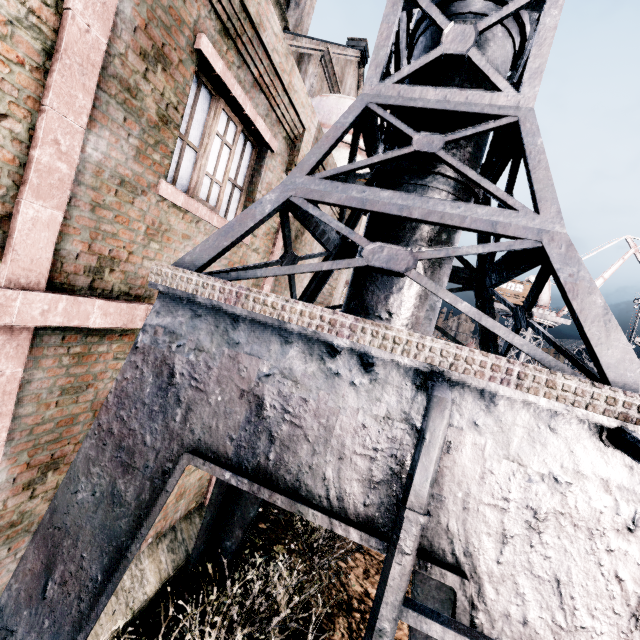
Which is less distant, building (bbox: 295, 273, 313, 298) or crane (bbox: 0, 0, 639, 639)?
crane (bbox: 0, 0, 639, 639)

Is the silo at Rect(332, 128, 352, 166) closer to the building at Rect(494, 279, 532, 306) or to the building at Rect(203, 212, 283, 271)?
the building at Rect(203, 212, 283, 271)

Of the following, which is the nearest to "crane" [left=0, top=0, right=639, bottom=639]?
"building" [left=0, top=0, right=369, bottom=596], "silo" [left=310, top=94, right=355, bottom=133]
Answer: "building" [left=0, top=0, right=369, bottom=596]

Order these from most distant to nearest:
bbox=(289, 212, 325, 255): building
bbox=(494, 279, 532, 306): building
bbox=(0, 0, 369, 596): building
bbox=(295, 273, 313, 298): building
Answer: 1. bbox=(494, 279, 532, 306): building
2. bbox=(295, 273, 313, 298): building
3. bbox=(289, 212, 325, 255): building
4. bbox=(0, 0, 369, 596): building

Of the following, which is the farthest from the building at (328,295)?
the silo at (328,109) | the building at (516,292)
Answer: the building at (516,292)

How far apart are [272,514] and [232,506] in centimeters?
314cm

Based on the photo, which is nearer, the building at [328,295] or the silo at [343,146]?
the building at [328,295]

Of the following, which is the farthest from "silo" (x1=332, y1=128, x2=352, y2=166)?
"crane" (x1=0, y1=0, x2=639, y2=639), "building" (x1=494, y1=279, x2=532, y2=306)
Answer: "building" (x1=494, y1=279, x2=532, y2=306)
